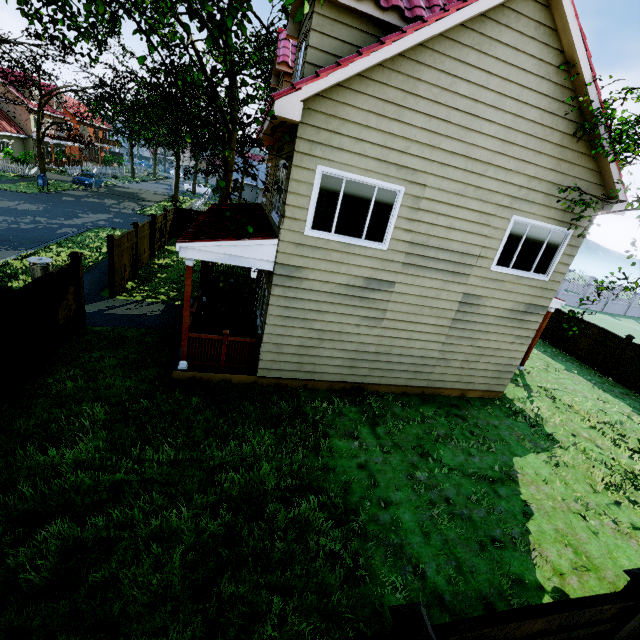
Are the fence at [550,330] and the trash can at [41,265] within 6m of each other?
no

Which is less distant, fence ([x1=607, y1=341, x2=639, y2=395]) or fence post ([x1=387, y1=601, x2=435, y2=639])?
fence post ([x1=387, y1=601, x2=435, y2=639])

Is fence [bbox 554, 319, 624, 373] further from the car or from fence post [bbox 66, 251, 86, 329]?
the car

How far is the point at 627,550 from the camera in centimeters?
612cm

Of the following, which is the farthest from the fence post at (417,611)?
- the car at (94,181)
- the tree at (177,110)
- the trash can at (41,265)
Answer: the car at (94,181)

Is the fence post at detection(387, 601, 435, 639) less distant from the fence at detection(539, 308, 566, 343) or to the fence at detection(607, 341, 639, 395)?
the fence at detection(607, 341, 639, 395)

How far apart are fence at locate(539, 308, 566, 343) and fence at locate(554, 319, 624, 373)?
0.2 meters

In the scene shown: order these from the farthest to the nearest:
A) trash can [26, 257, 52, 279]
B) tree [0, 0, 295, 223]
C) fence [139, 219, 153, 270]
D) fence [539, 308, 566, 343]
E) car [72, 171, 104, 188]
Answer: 1. car [72, 171, 104, 188]
2. fence [539, 308, 566, 343]
3. fence [139, 219, 153, 270]
4. trash can [26, 257, 52, 279]
5. tree [0, 0, 295, 223]
